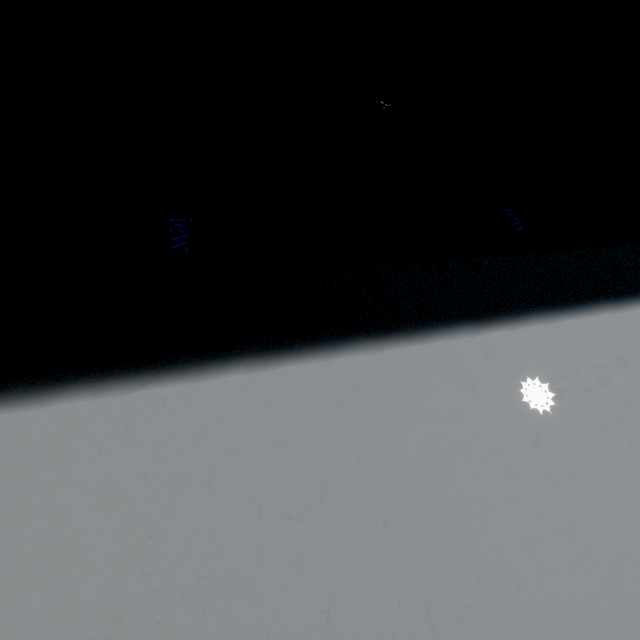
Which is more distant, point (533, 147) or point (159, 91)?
point (533, 147)
